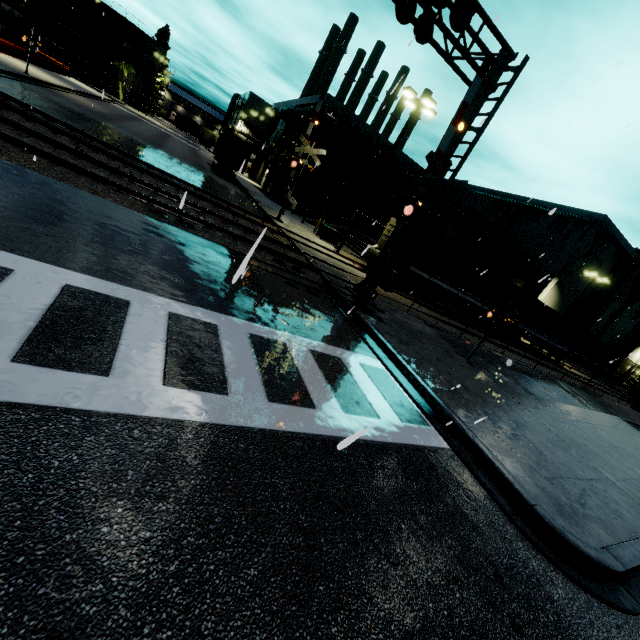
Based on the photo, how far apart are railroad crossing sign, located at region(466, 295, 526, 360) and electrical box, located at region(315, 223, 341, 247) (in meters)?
13.98

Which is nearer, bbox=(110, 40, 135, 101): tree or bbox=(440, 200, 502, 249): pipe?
bbox=(440, 200, 502, 249): pipe

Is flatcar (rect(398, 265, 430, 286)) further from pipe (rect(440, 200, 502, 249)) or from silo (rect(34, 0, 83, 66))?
silo (rect(34, 0, 83, 66))

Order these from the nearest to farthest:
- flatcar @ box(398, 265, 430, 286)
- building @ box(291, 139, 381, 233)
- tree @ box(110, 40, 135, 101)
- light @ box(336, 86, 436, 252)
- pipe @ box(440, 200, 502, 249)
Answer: light @ box(336, 86, 436, 252) → flatcar @ box(398, 265, 430, 286) → building @ box(291, 139, 381, 233) → pipe @ box(440, 200, 502, 249) → tree @ box(110, 40, 135, 101)

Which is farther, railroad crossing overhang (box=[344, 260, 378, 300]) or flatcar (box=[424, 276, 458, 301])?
flatcar (box=[424, 276, 458, 301])

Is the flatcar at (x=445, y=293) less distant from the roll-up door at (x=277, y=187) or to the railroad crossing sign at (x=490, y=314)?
the roll-up door at (x=277, y=187)

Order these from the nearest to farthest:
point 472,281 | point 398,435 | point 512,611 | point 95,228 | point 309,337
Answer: point 512,611 → point 398,435 → point 95,228 → point 309,337 → point 472,281

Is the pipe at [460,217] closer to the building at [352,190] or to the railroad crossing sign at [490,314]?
the building at [352,190]
